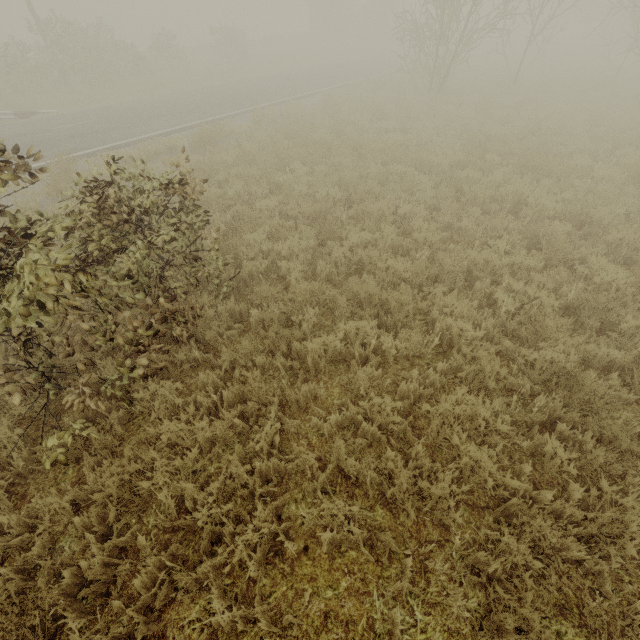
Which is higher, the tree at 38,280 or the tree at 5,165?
the tree at 5,165

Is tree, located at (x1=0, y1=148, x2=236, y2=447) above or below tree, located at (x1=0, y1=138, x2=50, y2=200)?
below

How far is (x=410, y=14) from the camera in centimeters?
1548cm
